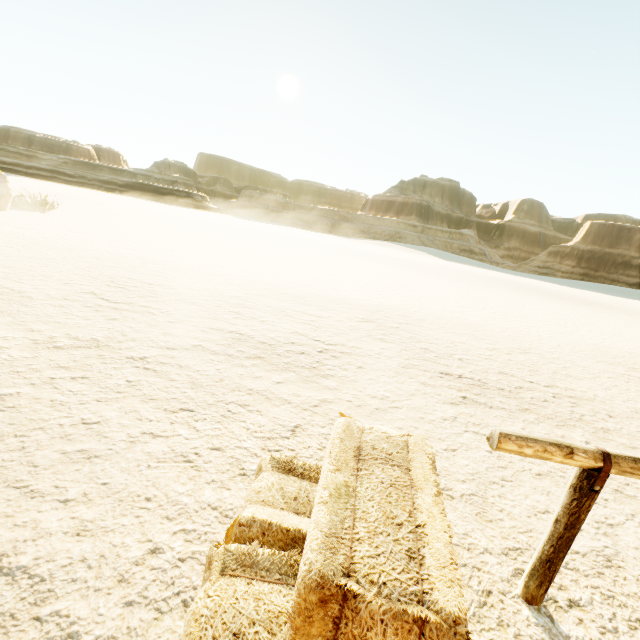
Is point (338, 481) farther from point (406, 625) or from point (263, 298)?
point (263, 298)

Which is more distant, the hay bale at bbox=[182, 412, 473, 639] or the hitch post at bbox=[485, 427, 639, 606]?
the hitch post at bbox=[485, 427, 639, 606]

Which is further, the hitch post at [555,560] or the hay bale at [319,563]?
the hitch post at [555,560]
